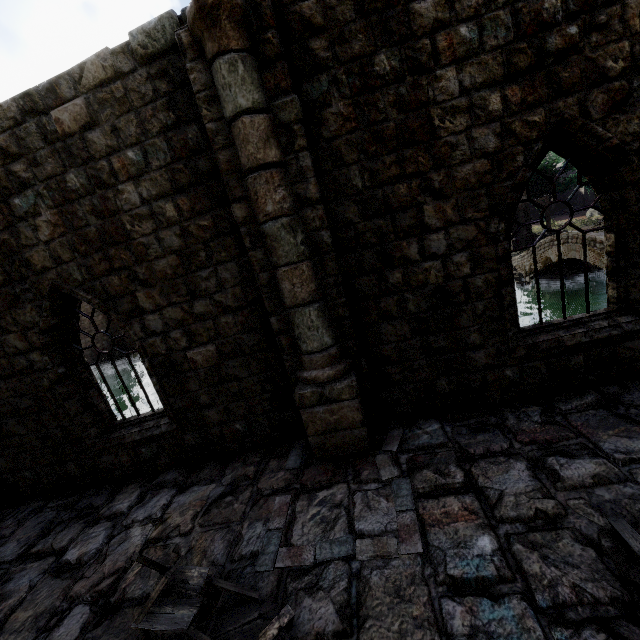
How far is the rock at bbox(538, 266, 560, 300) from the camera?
23.3m

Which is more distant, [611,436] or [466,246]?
[466,246]

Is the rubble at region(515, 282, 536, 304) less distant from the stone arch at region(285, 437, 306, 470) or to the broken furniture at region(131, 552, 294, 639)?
the stone arch at region(285, 437, 306, 470)

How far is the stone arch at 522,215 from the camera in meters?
31.7

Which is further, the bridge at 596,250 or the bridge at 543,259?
the bridge at 543,259

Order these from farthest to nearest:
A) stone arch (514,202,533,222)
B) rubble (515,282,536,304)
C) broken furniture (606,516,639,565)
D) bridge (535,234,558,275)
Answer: stone arch (514,202,533,222)
rubble (515,282,536,304)
bridge (535,234,558,275)
broken furniture (606,516,639,565)

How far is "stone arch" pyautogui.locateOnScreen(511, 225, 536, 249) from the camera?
32.2m

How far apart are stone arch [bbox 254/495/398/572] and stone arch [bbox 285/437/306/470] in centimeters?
59cm
